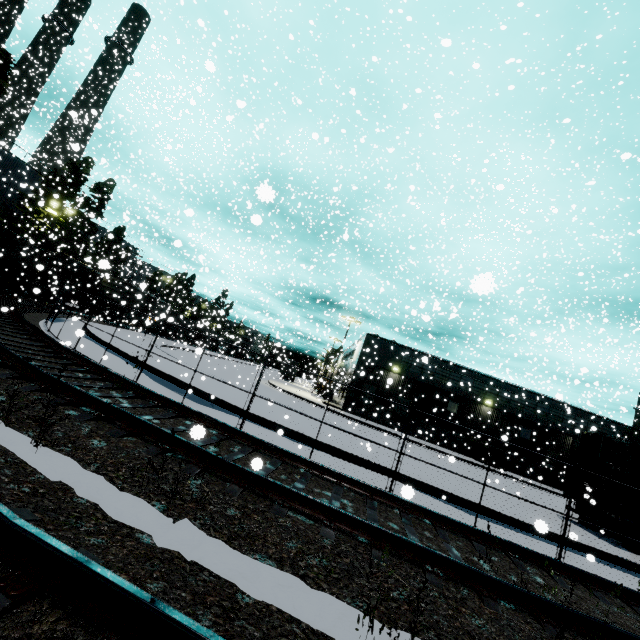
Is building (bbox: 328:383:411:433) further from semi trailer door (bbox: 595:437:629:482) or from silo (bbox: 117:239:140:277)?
semi trailer door (bbox: 595:437:629:482)

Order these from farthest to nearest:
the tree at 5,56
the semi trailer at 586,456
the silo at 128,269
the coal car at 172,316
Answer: the silo at 128,269 < the tree at 5,56 < the coal car at 172,316 < the semi trailer at 586,456

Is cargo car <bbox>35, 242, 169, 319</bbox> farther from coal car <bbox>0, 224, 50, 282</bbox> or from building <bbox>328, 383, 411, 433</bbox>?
building <bbox>328, 383, 411, 433</bbox>

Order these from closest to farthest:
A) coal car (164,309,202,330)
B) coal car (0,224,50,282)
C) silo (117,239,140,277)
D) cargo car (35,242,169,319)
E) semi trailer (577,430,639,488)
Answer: semi trailer (577,430,639,488)
coal car (164,309,202,330)
coal car (0,224,50,282)
cargo car (35,242,169,319)
silo (117,239,140,277)

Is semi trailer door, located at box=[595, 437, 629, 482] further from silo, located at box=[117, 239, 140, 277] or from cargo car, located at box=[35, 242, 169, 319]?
silo, located at box=[117, 239, 140, 277]

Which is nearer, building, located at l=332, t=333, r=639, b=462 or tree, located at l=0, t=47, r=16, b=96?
tree, located at l=0, t=47, r=16, b=96

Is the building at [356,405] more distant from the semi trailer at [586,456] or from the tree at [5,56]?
the tree at [5,56]

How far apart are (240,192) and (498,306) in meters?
39.8 m
